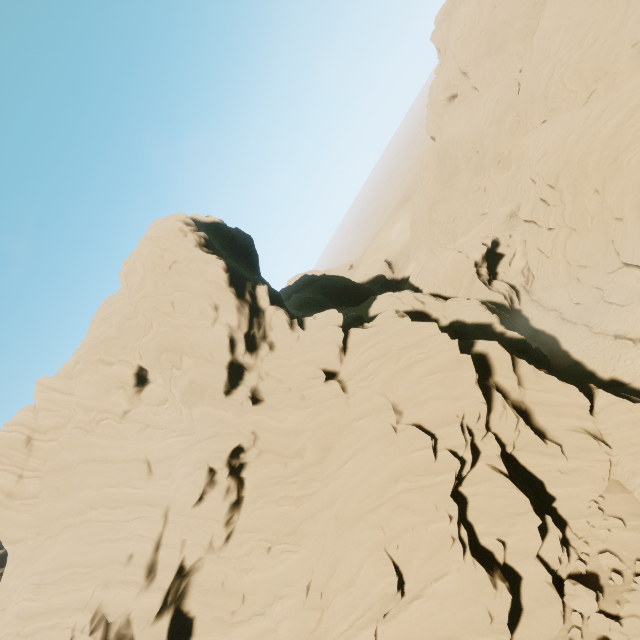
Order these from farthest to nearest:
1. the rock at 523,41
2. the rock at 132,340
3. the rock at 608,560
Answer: the rock at 523,41
the rock at 132,340
the rock at 608,560

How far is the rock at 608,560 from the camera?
16.2m

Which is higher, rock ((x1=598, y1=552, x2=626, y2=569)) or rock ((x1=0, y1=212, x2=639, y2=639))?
rock ((x1=0, y1=212, x2=639, y2=639))

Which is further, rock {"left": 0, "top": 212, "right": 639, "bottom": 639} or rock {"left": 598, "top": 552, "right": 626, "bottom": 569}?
rock {"left": 0, "top": 212, "right": 639, "bottom": 639}

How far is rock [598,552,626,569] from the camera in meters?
16.2 m

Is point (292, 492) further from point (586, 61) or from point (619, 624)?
point (586, 61)

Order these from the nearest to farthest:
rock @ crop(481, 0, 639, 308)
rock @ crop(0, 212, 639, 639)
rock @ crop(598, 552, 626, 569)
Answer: rock @ crop(598, 552, 626, 569) → rock @ crop(0, 212, 639, 639) → rock @ crop(481, 0, 639, 308)
